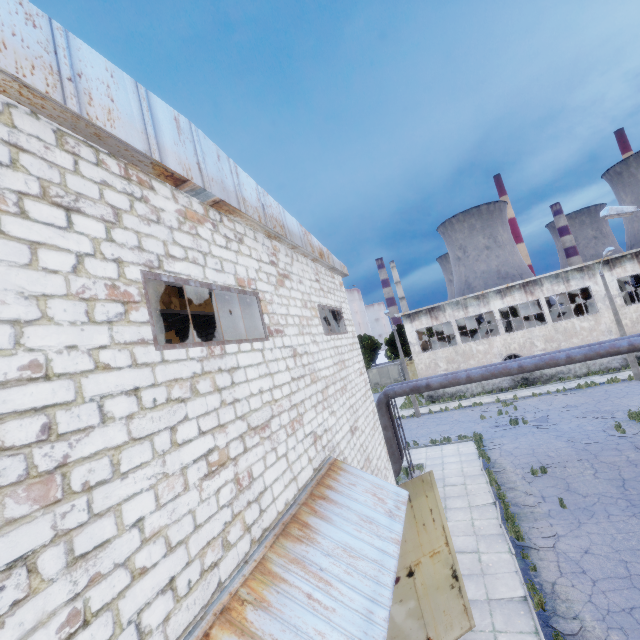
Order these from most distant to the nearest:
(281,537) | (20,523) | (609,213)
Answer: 1. (609,213)
2. (281,537)
3. (20,523)

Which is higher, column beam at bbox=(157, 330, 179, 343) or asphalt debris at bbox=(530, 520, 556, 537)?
column beam at bbox=(157, 330, 179, 343)

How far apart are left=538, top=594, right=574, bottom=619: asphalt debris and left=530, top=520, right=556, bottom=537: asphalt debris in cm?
195

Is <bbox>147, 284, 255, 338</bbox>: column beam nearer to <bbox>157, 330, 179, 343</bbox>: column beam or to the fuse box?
<bbox>157, 330, 179, 343</bbox>: column beam

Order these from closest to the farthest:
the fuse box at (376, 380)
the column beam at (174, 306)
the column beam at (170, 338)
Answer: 1. the column beam at (174, 306)
2. the column beam at (170, 338)
3. the fuse box at (376, 380)

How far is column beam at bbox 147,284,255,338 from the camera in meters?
10.2

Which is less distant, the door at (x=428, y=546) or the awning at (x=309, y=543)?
the awning at (x=309, y=543)

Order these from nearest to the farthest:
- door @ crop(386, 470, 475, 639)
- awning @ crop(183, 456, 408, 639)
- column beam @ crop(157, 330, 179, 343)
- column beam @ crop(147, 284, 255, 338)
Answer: awning @ crop(183, 456, 408, 639) < door @ crop(386, 470, 475, 639) < column beam @ crop(147, 284, 255, 338) < column beam @ crop(157, 330, 179, 343)
